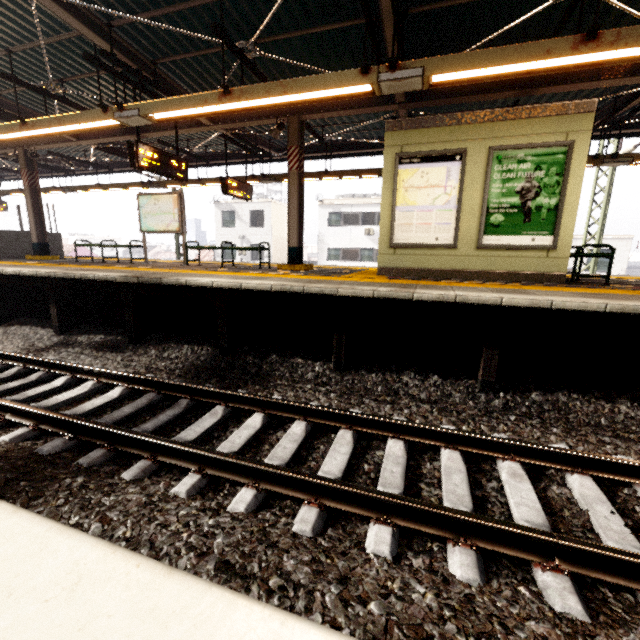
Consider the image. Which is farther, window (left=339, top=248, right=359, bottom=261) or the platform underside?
window (left=339, top=248, right=359, bottom=261)

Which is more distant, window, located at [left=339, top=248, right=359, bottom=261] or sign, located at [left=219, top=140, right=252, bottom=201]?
window, located at [left=339, top=248, right=359, bottom=261]

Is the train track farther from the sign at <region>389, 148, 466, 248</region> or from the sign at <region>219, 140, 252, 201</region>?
the sign at <region>219, 140, 252, 201</region>

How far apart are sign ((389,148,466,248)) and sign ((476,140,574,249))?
0.30m

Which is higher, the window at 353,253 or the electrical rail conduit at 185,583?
the window at 353,253

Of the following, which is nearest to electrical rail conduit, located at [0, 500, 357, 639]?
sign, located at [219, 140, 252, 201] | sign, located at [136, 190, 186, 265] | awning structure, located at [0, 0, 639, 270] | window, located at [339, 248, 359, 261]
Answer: awning structure, located at [0, 0, 639, 270]

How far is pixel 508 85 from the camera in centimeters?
638cm

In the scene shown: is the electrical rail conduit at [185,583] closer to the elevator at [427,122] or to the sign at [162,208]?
the elevator at [427,122]
